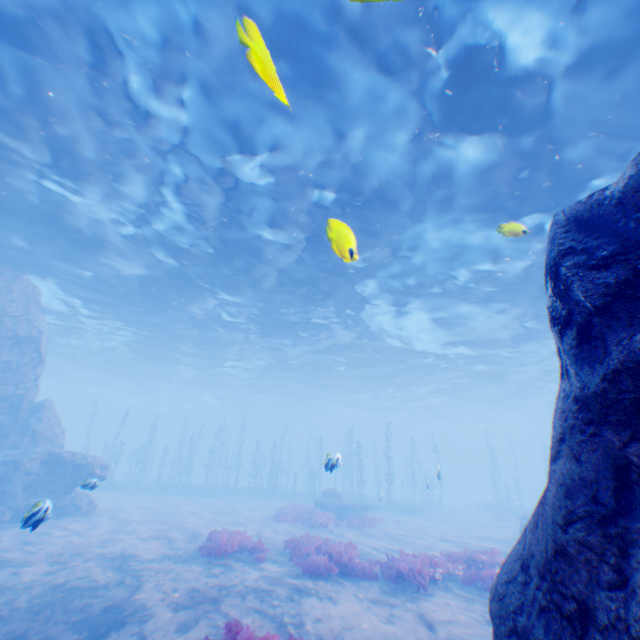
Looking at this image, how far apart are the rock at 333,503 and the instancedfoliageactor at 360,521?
2.5 meters

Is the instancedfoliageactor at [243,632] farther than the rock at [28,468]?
No

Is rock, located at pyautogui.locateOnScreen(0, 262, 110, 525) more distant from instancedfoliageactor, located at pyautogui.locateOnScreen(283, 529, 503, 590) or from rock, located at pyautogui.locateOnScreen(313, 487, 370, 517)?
rock, located at pyautogui.locateOnScreen(313, 487, 370, 517)

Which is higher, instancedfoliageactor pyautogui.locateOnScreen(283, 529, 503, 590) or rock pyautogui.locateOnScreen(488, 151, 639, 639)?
rock pyautogui.locateOnScreen(488, 151, 639, 639)

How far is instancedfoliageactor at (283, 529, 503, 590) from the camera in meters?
10.1 m

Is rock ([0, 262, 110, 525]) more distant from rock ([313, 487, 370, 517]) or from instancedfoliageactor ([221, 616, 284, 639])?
rock ([313, 487, 370, 517])

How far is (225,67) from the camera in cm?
862

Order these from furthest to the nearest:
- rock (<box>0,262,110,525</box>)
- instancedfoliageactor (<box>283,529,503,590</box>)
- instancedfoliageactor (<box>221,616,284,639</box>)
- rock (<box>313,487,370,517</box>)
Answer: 1. rock (<box>313,487,370,517</box>)
2. rock (<box>0,262,110,525</box>)
3. instancedfoliageactor (<box>283,529,503,590</box>)
4. instancedfoliageactor (<box>221,616,284,639</box>)
